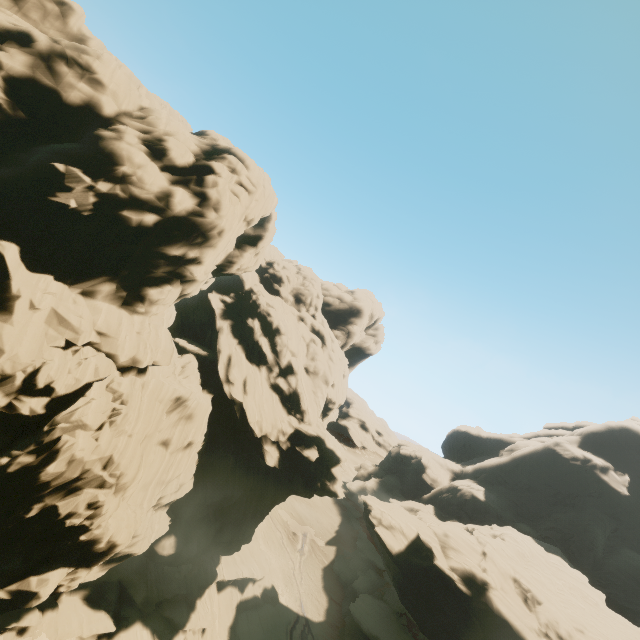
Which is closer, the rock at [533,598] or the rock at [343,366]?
the rock at [343,366]

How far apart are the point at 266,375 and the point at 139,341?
21.3 meters

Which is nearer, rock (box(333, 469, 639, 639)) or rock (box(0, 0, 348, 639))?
rock (box(0, 0, 348, 639))
